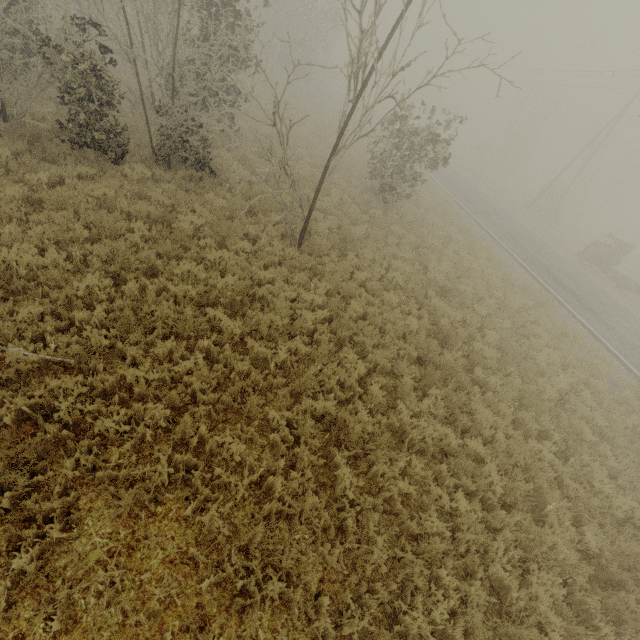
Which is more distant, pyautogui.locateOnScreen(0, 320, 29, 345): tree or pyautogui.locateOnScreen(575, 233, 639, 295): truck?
pyautogui.locateOnScreen(575, 233, 639, 295): truck

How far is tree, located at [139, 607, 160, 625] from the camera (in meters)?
→ 3.49

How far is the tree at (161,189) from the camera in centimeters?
885cm

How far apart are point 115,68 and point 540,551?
25.6 meters

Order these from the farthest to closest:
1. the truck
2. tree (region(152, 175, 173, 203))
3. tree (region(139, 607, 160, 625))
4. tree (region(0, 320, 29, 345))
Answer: the truck, tree (region(152, 175, 173, 203)), tree (region(0, 320, 29, 345)), tree (region(139, 607, 160, 625))

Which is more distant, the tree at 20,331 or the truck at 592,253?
the truck at 592,253
